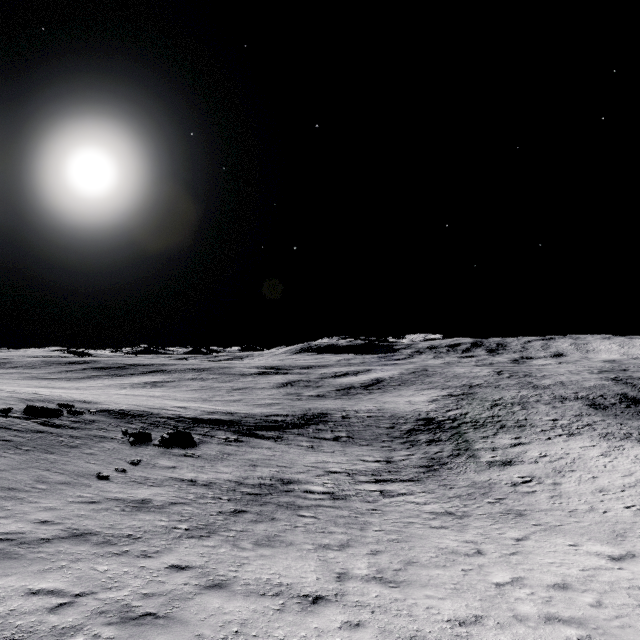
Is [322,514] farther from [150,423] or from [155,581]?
[150,423]
